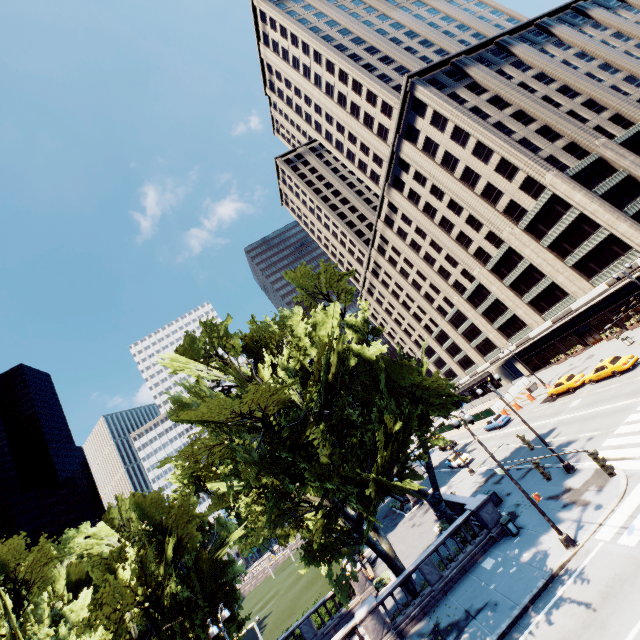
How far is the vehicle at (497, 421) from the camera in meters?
41.8

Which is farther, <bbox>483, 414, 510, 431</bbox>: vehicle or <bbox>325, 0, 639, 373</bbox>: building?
<bbox>483, 414, 510, 431</bbox>: vehicle

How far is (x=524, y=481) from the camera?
23.97m

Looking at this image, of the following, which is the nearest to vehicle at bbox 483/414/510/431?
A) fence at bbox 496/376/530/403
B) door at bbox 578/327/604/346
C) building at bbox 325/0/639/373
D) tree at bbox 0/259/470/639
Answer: fence at bbox 496/376/530/403

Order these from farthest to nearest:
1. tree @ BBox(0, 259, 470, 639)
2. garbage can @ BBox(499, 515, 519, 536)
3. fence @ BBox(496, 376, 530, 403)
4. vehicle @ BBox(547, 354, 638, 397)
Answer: fence @ BBox(496, 376, 530, 403)
vehicle @ BBox(547, 354, 638, 397)
garbage can @ BBox(499, 515, 519, 536)
tree @ BBox(0, 259, 470, 639)

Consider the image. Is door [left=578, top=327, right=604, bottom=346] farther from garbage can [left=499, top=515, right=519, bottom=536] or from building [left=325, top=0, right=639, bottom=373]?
garbage can [left=499, top=515, right=519, bottom=536]

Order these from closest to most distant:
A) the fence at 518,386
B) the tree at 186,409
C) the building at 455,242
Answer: the tree at 186,409 → the building at 455,242 → the fence at 518,386

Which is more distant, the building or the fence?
the fence
